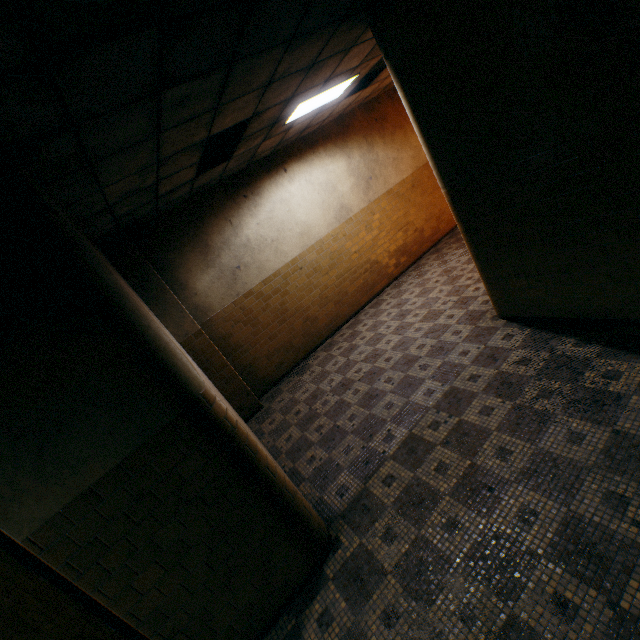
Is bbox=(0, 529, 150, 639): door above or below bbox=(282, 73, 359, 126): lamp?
below

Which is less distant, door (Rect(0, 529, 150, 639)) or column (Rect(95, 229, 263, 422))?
door (Rect(0, 529, 150, 639))

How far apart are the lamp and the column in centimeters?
313cm

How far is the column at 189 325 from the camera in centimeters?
516cm

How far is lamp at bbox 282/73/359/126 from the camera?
4.9 meters

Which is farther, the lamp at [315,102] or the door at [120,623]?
the lamp at [315,102]

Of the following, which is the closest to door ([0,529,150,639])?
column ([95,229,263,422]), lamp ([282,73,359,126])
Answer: column ([95,229,263,422])

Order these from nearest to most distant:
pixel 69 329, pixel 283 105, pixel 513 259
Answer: pixel 69 329 → pixel 513 259 → pixel 283 105
